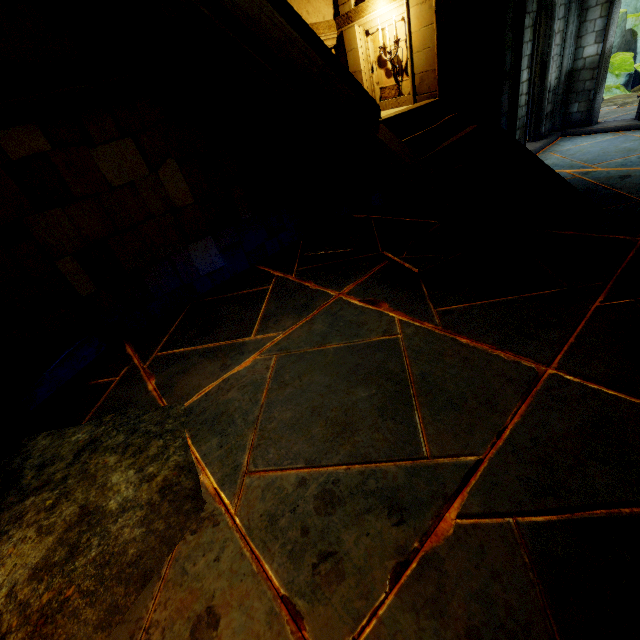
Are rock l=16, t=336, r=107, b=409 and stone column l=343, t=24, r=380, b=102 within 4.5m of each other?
no

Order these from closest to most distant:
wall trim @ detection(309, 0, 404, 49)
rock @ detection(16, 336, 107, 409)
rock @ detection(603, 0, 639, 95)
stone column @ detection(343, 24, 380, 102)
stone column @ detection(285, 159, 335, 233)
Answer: rock @ detection(16, 336, 107, 409) → wall trim @ detection(309, 0, 404, 49) → stone column @ detection(343, 24, 380, 102) → stone column @ detection(285, 159, 335, 233) → rock @ detection(603, 0, 639, 95)

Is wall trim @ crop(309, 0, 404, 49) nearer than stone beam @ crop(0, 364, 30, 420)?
No

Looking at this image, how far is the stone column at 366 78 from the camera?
5.9 meters

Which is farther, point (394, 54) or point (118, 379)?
point (394, 54)

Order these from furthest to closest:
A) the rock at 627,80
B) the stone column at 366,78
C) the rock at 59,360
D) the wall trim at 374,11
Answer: the rock at 627,80
the stone column at 366,78
the wall trim at 374,11
the rock at 59,360

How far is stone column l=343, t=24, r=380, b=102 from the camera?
5.9 meters

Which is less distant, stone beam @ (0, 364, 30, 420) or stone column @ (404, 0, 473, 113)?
stone beam @ (0, 364, 30, 420)
